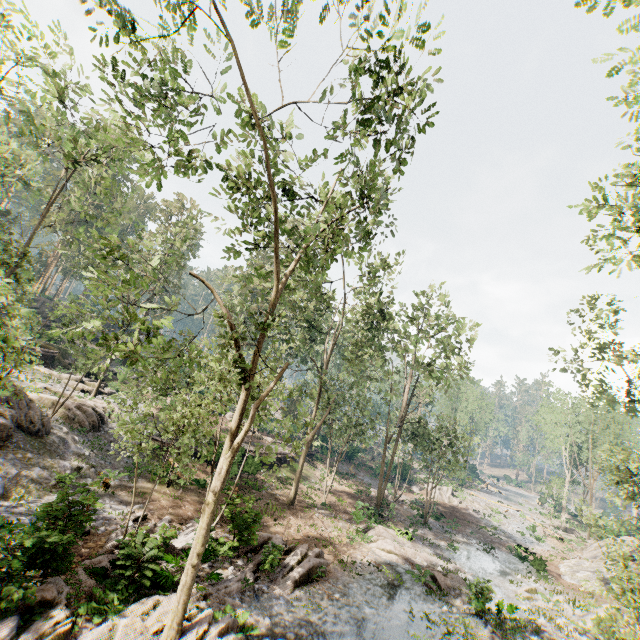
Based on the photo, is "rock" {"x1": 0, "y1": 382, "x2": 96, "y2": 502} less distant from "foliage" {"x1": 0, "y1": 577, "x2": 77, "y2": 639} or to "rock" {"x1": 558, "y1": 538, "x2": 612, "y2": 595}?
"foliage" {"x1": 0, "y1": 577, "x2": 77, "y2": 639}

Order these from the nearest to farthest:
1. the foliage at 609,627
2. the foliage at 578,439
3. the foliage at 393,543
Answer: the foliage at 609,627
the foliage at 578,439
the foliage at 393,543

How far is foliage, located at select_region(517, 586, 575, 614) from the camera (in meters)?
17.98

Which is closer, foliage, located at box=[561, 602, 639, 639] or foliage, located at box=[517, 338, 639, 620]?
foliage, located at box=[561, 602, 639, 639]

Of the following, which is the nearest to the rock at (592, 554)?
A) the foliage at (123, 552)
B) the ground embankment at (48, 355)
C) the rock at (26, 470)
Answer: the foliage at (123, 552)

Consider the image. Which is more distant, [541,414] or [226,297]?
[541,414]

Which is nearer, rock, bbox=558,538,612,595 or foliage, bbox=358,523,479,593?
foliage, bbox=358,523,479,593

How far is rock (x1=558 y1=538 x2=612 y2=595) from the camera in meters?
23.9 m
